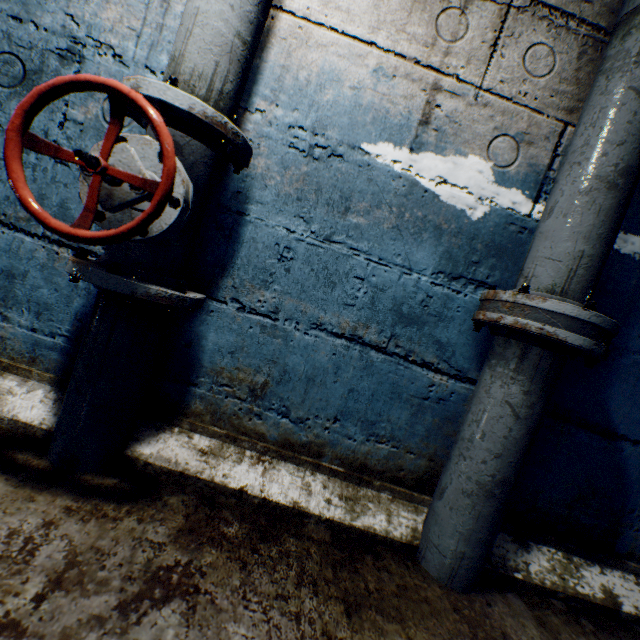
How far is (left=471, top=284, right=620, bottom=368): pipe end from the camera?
0.9 meters

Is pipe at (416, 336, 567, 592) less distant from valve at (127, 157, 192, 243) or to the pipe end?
the pipe end

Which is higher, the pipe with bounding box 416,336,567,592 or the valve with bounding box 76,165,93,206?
the valve with bounding box 76,165,93,206

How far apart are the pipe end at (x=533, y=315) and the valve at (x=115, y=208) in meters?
1.0 m

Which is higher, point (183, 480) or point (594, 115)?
point (594, 115)

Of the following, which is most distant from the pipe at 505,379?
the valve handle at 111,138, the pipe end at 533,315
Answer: the valve handle at 111,138

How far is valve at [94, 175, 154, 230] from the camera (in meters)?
0.76

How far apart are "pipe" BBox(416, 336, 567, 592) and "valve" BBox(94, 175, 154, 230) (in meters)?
1.06
